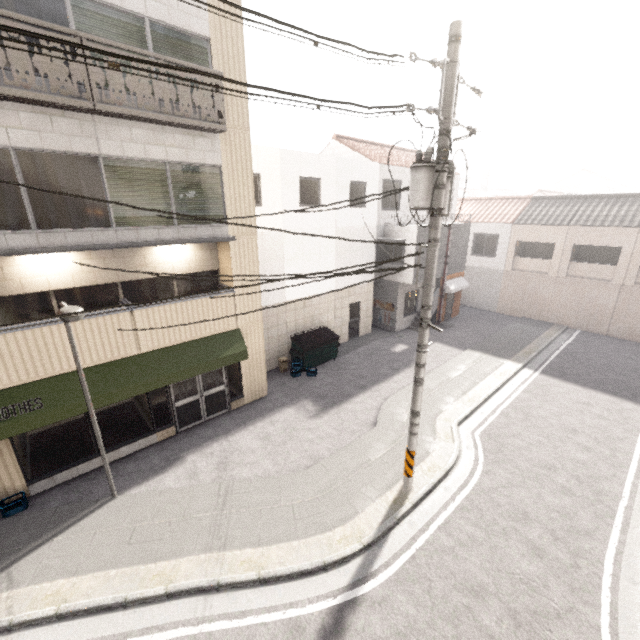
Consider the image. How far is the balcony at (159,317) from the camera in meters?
8.1 m

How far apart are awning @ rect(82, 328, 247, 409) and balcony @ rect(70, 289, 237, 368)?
0.01m

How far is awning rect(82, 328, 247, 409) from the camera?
8.2 meters

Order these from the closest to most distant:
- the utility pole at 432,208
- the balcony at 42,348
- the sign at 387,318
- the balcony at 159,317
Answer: the utility pole at 432,208, the balcony at 42,348, the balcony at 159,317, the sign at 387,318

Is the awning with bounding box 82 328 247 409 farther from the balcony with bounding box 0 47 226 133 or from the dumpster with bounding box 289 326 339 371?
the balcony with bounding box 0 47 226 133

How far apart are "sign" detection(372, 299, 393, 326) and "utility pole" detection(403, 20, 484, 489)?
11.0m

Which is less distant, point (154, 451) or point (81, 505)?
point (81, 505)

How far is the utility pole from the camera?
5.25m
